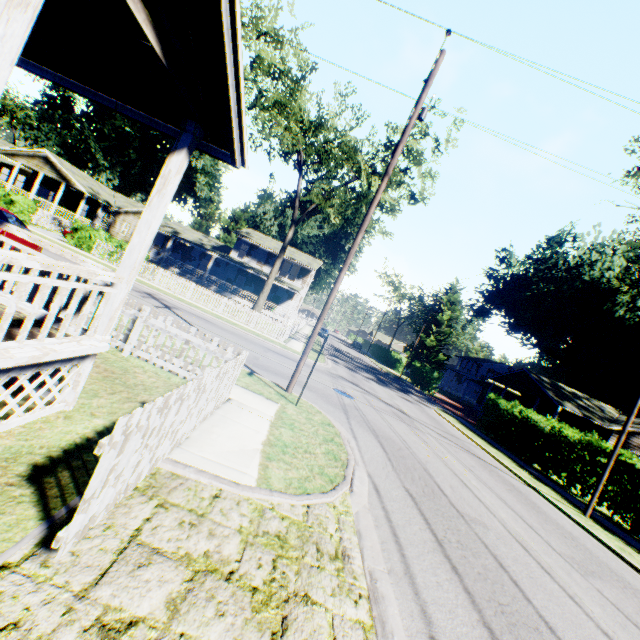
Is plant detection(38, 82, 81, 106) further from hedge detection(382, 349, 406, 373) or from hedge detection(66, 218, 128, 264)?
hedge detection(66, 218, 128, 264)

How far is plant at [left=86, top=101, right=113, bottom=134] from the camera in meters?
57.2

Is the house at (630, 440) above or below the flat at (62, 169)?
below

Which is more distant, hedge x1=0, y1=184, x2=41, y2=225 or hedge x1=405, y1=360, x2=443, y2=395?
hedge x1=405, y1=360, x2=443, y2=395

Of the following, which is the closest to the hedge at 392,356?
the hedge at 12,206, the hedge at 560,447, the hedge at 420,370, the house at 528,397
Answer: the hedge at 420,370

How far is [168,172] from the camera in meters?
4.6

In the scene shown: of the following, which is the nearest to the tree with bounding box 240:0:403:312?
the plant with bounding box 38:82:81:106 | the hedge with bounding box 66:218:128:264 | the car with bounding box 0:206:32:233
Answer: the hedge with bounding box 66:218:128:264

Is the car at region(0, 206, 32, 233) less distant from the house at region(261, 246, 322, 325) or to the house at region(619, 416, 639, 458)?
the house at region(261, 246, 322, 325)
